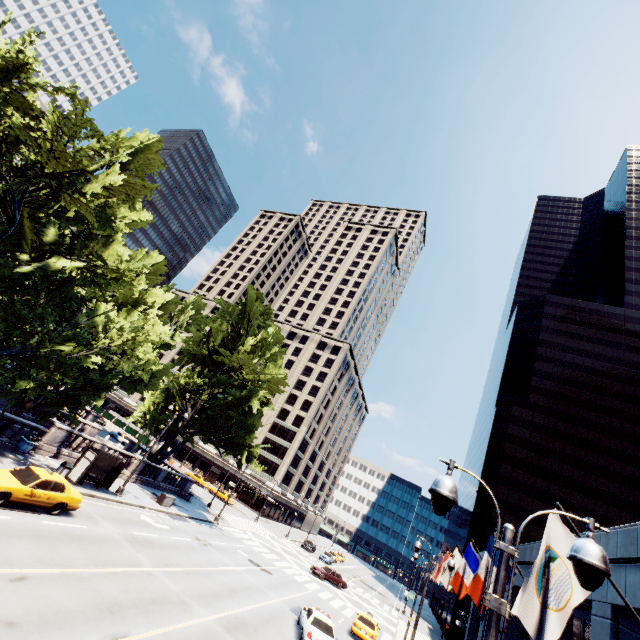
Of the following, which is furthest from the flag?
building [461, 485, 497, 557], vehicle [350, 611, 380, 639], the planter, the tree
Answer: building [461, 485, 497, 557]

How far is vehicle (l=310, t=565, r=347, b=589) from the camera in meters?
38.3

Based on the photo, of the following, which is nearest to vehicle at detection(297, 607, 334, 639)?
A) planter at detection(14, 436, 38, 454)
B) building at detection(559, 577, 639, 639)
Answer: building at detection(559, 577, 639, 639)

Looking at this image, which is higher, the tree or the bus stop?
the tree

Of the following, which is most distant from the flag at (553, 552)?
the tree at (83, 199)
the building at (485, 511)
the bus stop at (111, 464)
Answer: the building at (485, 511)

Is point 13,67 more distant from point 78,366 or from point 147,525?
point 147,525

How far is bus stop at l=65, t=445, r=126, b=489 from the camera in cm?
2120

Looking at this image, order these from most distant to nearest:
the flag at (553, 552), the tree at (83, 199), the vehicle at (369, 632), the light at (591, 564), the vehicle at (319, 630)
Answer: the vehicle at (369, 632) < the vehicle at (319, 630) < the tree at (83, 199) < the flag at (553, 552) < the light at (591, 564)
